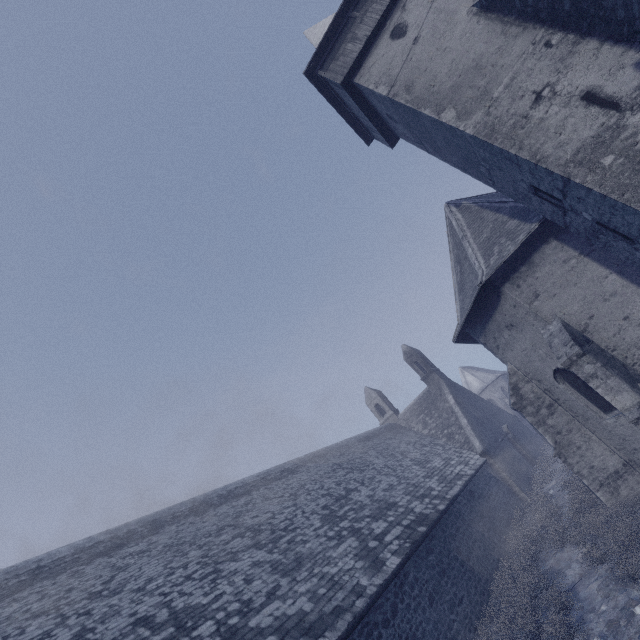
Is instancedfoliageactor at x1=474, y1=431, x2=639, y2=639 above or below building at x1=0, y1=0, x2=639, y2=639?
below

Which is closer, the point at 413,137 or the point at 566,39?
the point at 566,39

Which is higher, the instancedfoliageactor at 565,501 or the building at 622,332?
the building at 622,332
